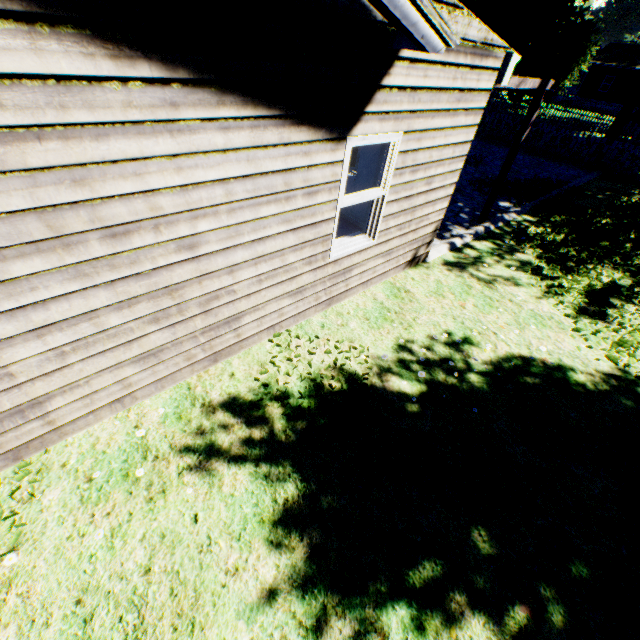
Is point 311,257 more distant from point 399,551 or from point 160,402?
point 399,551

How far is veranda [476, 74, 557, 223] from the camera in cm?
610

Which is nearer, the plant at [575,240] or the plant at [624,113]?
the plant at [575,240]

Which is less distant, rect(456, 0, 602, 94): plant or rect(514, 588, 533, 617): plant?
rect(514, 588, 533, 617): plant

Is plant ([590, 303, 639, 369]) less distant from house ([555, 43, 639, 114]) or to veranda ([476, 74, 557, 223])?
house ([555, 43, 639, 114])

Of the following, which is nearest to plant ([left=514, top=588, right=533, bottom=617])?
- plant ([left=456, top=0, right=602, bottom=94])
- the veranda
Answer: the veranda

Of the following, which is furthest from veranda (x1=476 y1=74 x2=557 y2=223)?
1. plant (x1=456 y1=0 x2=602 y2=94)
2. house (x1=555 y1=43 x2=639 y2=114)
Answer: house (x1=555 y1=43 x2=639 y2=114)

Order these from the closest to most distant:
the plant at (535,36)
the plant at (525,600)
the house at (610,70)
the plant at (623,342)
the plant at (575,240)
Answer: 1. the plant at (525,600)
2. the plant at (623,342)
3. the plant at (575,240)
4. the plant at (535,36)
5. the house at (610,70)
